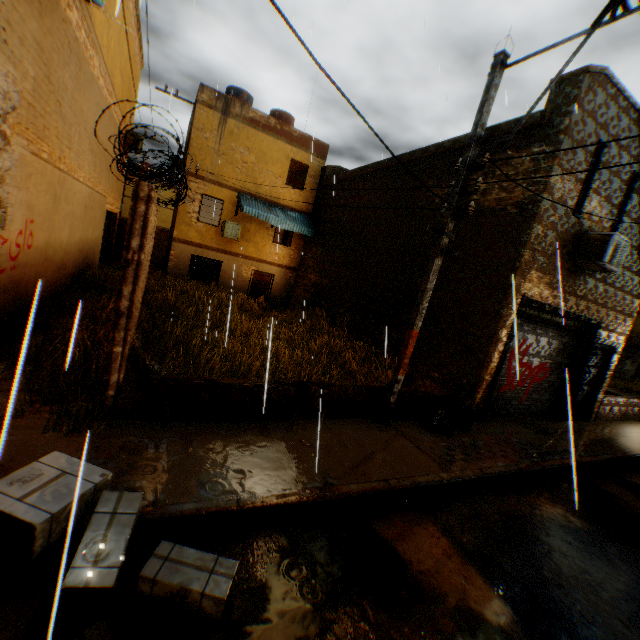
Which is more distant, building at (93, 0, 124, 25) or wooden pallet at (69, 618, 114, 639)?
building at (93, 0, 124, 25)

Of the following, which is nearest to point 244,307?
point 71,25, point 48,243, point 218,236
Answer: point 218,236

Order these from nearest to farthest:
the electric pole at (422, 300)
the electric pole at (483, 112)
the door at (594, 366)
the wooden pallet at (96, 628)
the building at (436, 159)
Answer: the wooden pallet at (96, 628)
the electric pole at (483, 112)
the electric pole at (422, 300)
the building at (436, 159)
the door at (594, 366)

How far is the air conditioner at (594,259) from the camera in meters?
7.8 m

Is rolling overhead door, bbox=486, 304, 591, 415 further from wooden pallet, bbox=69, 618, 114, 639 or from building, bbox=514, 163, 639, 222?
wooden pallet, bbox=69, 618, 114, 639

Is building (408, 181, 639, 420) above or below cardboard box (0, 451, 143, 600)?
above

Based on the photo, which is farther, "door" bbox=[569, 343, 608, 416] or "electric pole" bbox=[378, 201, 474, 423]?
"door" bbox=[569, 343, 608, 416]

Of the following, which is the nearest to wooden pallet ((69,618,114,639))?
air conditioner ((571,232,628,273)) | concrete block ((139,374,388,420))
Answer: concrete block ((139,374,388,420))
